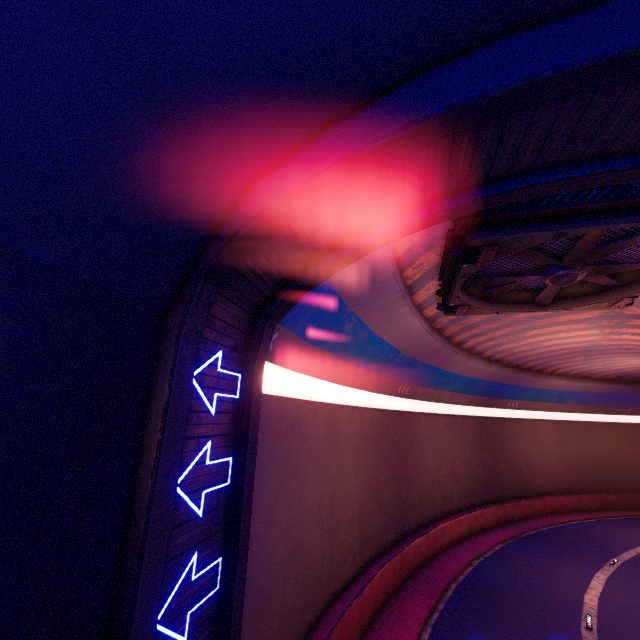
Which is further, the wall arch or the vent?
the vent

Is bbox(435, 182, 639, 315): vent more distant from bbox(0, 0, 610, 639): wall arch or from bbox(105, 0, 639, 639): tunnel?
bbox(0, 0, 610, 639): wall arch

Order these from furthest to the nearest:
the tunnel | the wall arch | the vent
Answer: the vent
the tunnel
the wall arch

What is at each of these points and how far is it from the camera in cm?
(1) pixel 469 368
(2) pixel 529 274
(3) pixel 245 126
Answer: (1) tunnel, 2147
(2) vent, 853
(3) wall arch, 371

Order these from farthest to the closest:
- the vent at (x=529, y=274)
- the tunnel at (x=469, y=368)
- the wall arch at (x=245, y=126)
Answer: the vent at (x=529, y=274) → the tunnel at (x=469, y=368) → the wall arch at (x=245, y=126)

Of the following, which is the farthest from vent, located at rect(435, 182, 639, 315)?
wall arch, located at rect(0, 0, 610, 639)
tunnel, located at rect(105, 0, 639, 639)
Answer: wall arch, located at rect(0, 0, 610, 639)

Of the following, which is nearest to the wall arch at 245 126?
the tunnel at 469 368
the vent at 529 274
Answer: the tunnel at 469 368
